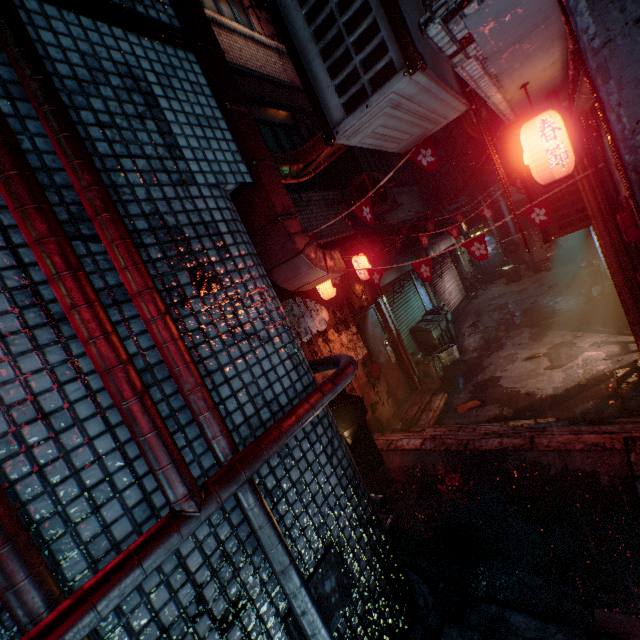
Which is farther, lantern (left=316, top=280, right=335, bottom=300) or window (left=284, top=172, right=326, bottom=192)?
window (left=284, top=172, right=326, bottom=192)

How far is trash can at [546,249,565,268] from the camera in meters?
12.1 m

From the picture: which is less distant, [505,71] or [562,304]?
[505,71]

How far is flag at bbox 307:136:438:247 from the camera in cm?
269

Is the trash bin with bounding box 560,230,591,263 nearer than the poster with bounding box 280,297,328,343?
No

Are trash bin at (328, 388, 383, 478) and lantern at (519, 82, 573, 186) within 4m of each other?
yes

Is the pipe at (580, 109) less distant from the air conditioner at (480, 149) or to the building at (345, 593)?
the air conditioner at (480, 149)

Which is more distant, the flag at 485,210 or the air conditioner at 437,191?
the air conditioner at 437,191
